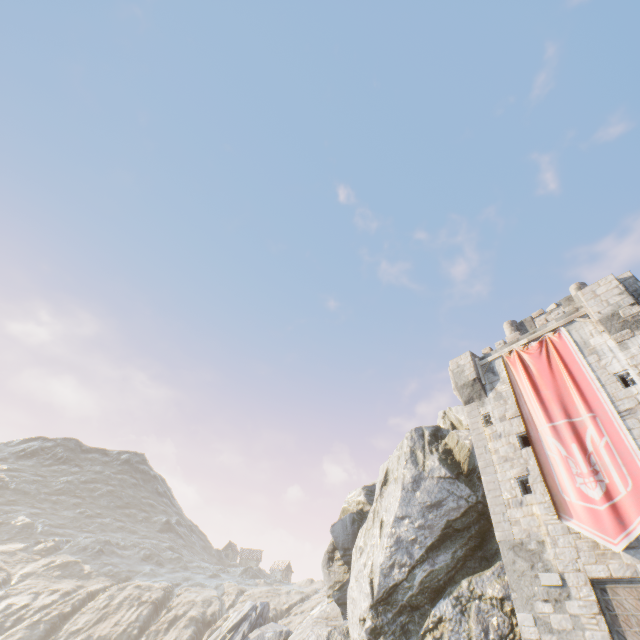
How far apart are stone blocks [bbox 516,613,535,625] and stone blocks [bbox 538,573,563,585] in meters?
1.1

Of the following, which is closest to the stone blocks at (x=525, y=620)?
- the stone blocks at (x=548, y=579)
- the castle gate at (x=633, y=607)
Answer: the stone blocks at (x=548, y=579)

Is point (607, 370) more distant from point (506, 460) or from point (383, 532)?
point (383, 532)

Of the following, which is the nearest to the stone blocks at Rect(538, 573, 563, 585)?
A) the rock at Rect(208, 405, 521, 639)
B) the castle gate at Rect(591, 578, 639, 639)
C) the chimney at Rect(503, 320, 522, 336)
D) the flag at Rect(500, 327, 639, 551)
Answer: the castle gate at Rect(591, 578, 639, 639)

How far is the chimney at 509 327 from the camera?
23.4 meters

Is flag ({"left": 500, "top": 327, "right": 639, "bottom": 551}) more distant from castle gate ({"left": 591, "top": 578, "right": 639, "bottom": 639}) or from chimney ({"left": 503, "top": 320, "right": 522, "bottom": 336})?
chimney ({"left": 503, "top": 320, "right": 522, "bottom": 336})

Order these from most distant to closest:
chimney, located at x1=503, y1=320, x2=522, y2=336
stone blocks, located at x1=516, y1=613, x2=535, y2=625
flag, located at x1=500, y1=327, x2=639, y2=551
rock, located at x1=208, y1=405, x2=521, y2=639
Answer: chimney, located at x1=503, y1=320, x2=522, y2=336
rock, located at x1=208, y1=405, x2=521, y2=639
stone blocks, located at x1=516, y1=613, x2=535, y2=625
flag, located at x1=500, y1=327, x2=639, y2=551

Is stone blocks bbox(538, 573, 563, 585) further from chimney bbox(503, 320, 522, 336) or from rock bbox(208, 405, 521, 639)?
chimney bbox(503, 320, 522, 336)
